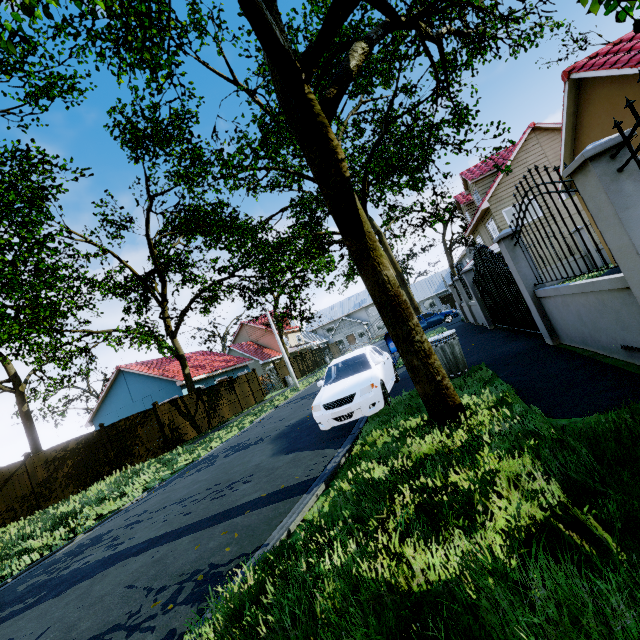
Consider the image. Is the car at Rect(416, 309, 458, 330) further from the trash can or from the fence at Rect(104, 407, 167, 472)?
the trash can

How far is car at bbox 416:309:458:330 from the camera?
24.2m

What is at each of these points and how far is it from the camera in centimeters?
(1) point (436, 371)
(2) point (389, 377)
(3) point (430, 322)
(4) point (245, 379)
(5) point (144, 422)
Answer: (1) tree, 448cm
(2) car, 880cm
(3) car, 2462cm
(4) fence, 2436cm
(5) fence, 1612cm

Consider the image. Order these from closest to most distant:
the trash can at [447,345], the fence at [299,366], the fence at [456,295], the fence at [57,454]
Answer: the trash can at [447,345] → the fence at [456,295] → the fence at [57,454] → the fence at [299,366]

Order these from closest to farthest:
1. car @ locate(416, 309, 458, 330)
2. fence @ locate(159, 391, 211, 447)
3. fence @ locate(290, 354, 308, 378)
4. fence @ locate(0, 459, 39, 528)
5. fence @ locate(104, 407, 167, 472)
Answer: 1. fence @ locate(0, 459, 39, 528)
2. fence @ locate(104, 407, 167, 472)
3. fence @ locate(159, 391, 211, 447)
4. car @ locate(416, 309, 458, 330)
5. fence @ locate(290, 354, 308, 378)

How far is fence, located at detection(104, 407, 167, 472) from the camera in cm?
1544

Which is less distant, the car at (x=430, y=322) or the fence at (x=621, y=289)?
the fence at (x=621, y=289)
